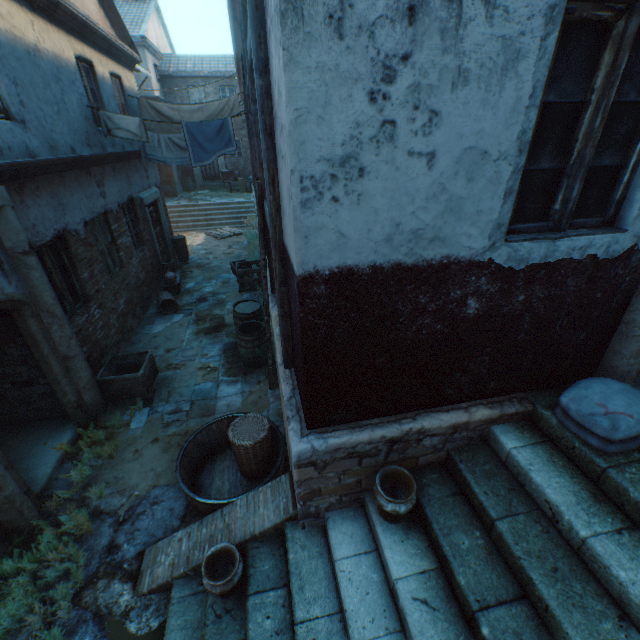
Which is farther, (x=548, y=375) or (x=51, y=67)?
(x=51, y=67)

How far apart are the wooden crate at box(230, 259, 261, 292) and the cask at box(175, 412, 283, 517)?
5.8m

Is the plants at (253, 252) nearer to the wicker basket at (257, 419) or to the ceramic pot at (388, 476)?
the wicker basket at (257, 419)

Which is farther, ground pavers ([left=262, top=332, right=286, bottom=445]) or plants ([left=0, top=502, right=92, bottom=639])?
ground pavers ([left=262, top=332, right=286, bottom=445])

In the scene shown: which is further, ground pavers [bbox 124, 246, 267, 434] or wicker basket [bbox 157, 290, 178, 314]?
wicker basket [bbox 157, 290, 178, 314]

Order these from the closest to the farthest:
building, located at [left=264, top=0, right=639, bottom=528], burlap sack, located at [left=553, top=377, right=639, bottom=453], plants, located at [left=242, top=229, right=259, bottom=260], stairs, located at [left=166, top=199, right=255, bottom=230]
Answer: building, located at [left=264, top=0, right=639, bottom=528] → burlap sack, located at [left=553, top=377, right=639, bottom=453] → plants, located at [left=242, top=229, right=259, bottom=260] → stairs, located at [left=166, top=199, right=255, bottom=230]

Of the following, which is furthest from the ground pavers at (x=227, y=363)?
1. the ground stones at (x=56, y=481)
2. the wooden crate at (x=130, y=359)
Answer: the ground stones at (x=56, y=481)

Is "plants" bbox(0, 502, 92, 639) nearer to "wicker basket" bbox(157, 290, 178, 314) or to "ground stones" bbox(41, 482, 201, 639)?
"ground stones" bbox(41, 482, 201, 639)
